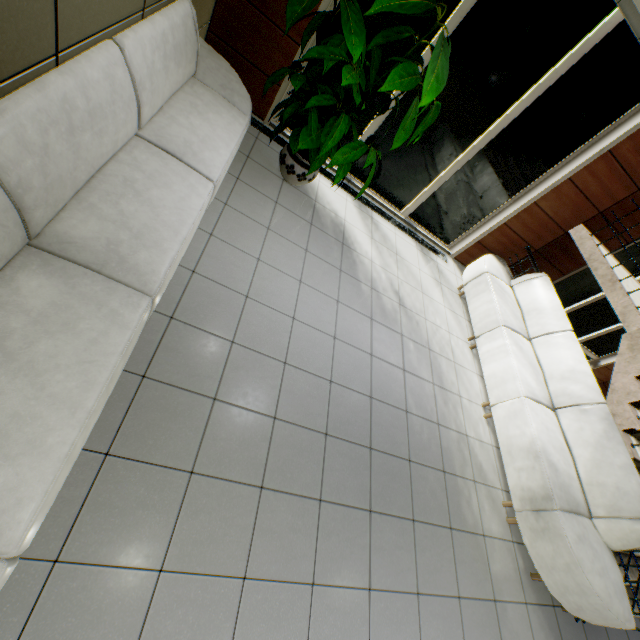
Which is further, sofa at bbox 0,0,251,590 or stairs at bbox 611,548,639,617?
stairs at bbox 611,548,639,617

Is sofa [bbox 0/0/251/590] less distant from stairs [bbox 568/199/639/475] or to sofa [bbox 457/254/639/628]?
sofa [bbox 457/254/639/628]

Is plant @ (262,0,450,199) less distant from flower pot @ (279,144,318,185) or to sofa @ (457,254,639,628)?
flower pot @ (279,144,318,185)

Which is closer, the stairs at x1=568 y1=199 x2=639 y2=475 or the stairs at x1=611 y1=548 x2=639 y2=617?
the stairs at x1=611 y1=548 x2=639 y2=617

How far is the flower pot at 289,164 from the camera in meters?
3.8

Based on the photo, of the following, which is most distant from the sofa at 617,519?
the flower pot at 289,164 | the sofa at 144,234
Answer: the sofa at 144,234

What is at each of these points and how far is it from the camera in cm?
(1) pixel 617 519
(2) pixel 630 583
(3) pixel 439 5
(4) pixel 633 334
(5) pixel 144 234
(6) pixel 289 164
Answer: (1) sofa, 323
(2) stairs, 318
(3) plant, 290
(4) stairs, 411
(5) sofa, 194
(6) flower pot, 386
